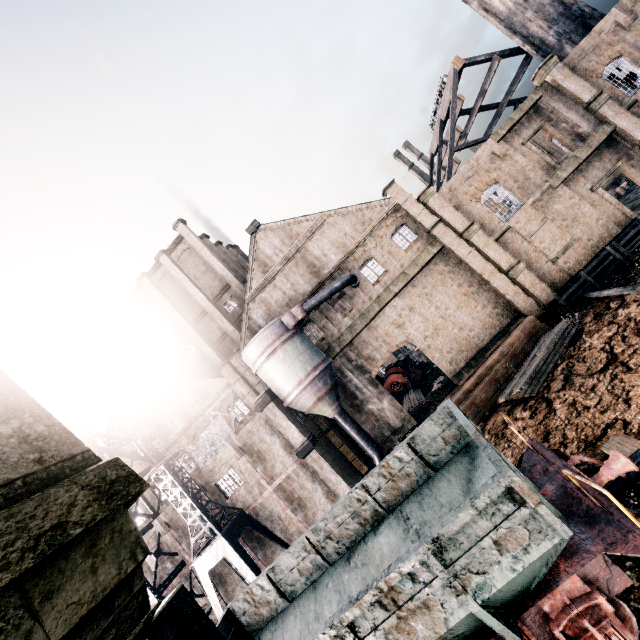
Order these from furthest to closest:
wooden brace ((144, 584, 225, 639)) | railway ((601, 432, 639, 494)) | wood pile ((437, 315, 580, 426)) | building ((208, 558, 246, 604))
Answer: building ((208, 558, 246, 604)) < wood pile ((437, 315, 580, 426)) < railway ((601, 432, 639, 494)) < wooden brace ((144, 584, 225, 639))

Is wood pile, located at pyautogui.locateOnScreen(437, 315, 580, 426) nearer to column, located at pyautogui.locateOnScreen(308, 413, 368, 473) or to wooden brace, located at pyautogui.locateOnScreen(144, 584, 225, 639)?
column, located at pyautogui.locateOnScreen(308, 413, 368, 473)

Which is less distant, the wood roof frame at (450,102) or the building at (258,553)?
the building at (258,553)

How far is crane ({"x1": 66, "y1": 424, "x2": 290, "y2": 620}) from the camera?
19.66m

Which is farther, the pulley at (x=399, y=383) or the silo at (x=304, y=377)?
the pulley at (x=399, y=383)

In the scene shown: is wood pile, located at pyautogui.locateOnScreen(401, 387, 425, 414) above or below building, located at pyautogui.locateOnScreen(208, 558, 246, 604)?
below

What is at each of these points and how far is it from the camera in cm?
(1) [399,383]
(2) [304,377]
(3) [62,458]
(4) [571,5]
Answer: (1) pulley, 3594
(2) silo, 2277
(3) building, 203
(4) chimney, 2730

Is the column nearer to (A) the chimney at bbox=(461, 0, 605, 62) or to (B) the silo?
(B) the silo
